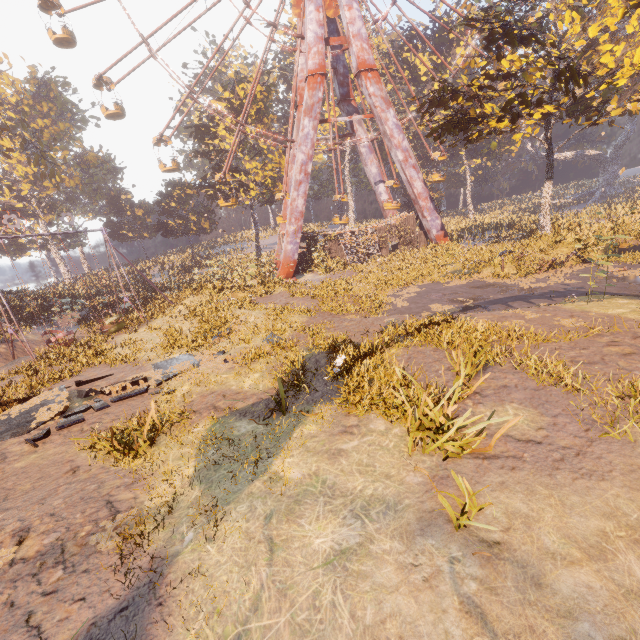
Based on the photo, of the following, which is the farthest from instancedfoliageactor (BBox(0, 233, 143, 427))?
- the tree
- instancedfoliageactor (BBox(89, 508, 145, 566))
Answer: the tree

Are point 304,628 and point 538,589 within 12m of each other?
yes

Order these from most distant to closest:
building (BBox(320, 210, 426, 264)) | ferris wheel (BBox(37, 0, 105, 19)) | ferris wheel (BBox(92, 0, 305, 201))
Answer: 1. building (BBox(320, 210, 426, 264))
2. ferris wheel (BBox(92, 0, 305, 201))
3. ferris wheel (BBox(37, 0, 105, 19))

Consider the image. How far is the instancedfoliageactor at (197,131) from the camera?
35.0m

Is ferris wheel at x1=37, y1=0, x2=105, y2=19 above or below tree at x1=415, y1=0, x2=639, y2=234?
above

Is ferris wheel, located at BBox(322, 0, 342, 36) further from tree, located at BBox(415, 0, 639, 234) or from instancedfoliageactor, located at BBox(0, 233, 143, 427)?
instancedfoliageactor, located at BBox(0, 233, 143, 427)

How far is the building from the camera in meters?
29.4

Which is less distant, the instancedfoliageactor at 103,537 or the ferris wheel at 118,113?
the instancedfoliageactor at 103,537
